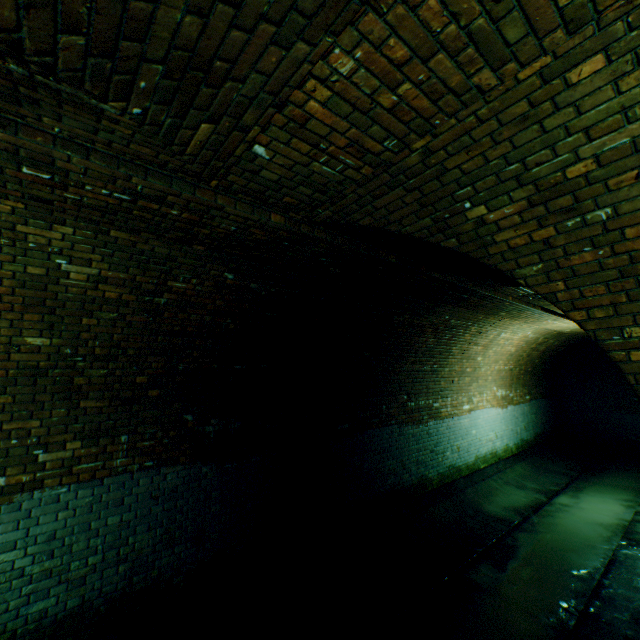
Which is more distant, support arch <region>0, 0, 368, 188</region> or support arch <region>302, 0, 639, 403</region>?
support arch <region>302, 0, 639, 403</region>

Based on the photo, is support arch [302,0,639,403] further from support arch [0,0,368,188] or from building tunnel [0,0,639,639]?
support arch [0,0,368,188]

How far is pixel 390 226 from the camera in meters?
2.8

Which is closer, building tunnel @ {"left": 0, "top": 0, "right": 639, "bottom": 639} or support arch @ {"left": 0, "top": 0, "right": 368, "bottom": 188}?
support arch @ {"left": 0, "top": 0, "right": 368, "bottom": 188}

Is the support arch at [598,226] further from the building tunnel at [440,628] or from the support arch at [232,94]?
the support arch at [232,94]

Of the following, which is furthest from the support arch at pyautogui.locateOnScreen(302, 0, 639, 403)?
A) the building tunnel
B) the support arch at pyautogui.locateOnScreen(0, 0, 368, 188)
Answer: the support arch at pyautogui.locateOnScreen(0, 0, 368, 188)
